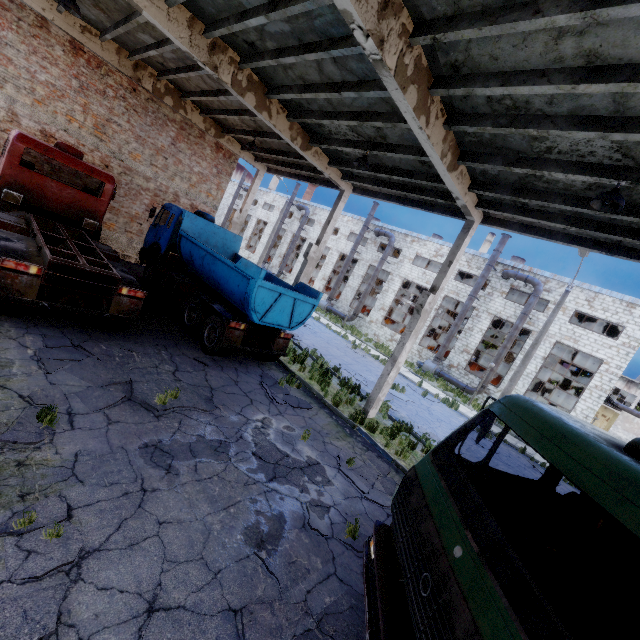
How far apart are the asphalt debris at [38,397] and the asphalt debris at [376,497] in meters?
5.4

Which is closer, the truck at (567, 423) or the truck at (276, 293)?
the truck at (567, 423)

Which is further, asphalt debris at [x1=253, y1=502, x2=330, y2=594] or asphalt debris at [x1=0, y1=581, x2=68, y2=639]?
asphalt debris at [x1=253, y1=502, x2=330, y2=594]

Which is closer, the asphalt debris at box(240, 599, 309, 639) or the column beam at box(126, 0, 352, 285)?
the asphalt debris at box(240, 599, 309, 639)

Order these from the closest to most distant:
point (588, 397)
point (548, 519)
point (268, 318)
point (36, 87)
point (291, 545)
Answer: point (548, 519)
point (291, 545)
point (268, 318)
point (36, 87)
point (588, 397)

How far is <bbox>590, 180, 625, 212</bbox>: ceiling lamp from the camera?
6.00m

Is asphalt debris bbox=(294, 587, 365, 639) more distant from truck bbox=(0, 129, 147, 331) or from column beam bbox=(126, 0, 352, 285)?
column beam bbox=(126, 0, 352, 285)

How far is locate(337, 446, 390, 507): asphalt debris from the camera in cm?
693
